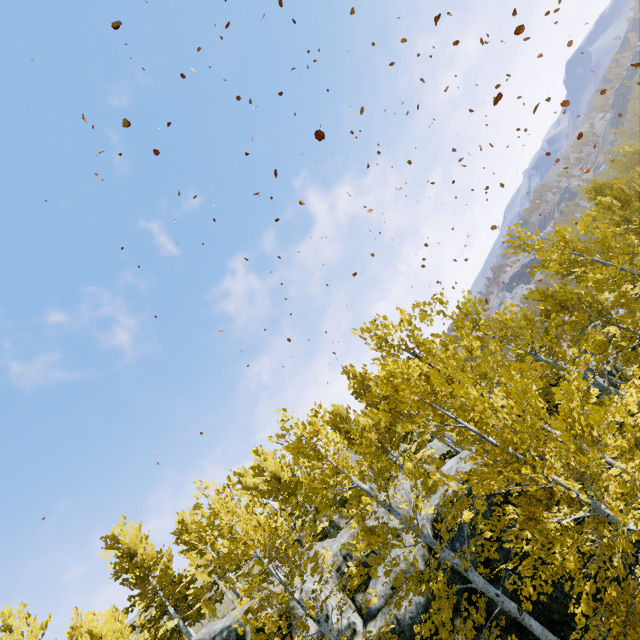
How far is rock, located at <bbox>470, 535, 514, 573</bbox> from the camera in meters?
10.7 m

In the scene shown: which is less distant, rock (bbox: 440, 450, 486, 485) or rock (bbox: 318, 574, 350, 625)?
rock (bbox: 318, 574, 350, 625)

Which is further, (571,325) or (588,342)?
(571,325)

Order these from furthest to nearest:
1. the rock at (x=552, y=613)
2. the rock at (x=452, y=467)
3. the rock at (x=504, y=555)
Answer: the rock at (x=452, y=467) → the rock at (x=504, y=555) → the rock at (x=552, y=613)

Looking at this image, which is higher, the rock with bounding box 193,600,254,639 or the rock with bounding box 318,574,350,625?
the rock with bounding box 193,600,254,639

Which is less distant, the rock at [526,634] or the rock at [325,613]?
the rock at [526,634]
